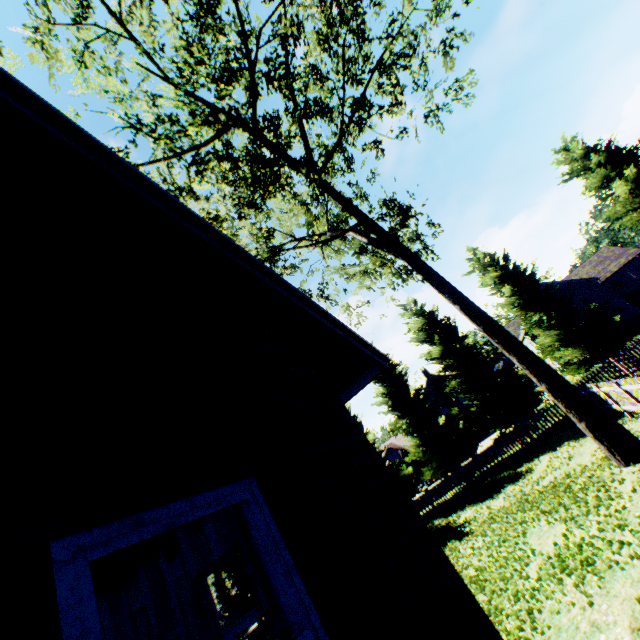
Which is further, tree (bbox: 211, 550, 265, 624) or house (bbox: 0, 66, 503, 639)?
tree (bbox: 211, 550, 265, 624)

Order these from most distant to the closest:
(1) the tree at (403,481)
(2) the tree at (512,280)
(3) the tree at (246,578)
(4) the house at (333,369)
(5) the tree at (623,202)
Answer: (3) the tree at (246,578)
(1) the tree at (403,481)
(5) the tree at (623,202)
(2) the tree at (512,280)
(4) the house at (333,369)

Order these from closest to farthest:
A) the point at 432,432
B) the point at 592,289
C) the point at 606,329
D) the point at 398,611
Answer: the point at 398,611, the point at 606,329, the point at 432,432, the point at 592,289

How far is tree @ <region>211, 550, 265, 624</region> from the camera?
23.1 meters

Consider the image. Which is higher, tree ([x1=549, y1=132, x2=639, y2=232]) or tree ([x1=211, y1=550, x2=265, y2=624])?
tree ([x1=549, y1=132, x2=639, y2=232])

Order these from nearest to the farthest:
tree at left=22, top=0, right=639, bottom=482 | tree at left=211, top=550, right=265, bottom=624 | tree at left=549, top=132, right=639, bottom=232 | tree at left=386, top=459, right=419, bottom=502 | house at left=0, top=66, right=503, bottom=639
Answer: house at left=0, top=66, right=503, bottom=639 → tree at left=22, top=0, right=639, bottom=482 → tree at left=549, top=132, right=639, bottom=232 → tree at left=386, top=459, right=419, bottom=502 → tree at left=211, top=550, right=265, bottom=624

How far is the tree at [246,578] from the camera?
23.1 meters
